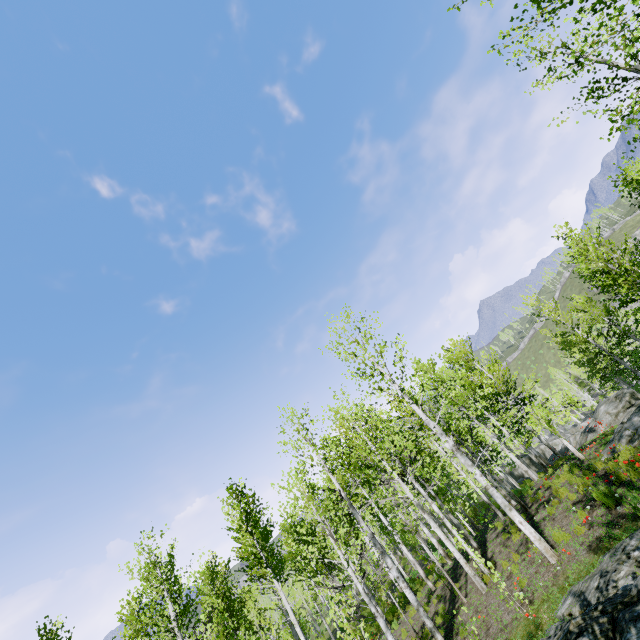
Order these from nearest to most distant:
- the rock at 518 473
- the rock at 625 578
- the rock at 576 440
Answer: the rock at 625 578 < the rock at 576 440 < the rock at 518 473

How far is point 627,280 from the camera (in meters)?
15.70

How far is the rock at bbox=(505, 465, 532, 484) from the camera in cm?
3641

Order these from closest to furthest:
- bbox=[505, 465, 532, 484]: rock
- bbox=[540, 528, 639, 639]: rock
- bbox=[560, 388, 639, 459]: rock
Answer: bbox=[540, 528, 639, 639]: rock → bbox=[560, 388, 639, 459]: rock → bbox=[505, 465, 532, 484]: rock

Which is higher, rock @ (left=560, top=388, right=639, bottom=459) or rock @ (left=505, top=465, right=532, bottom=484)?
rock @ (left=560, top=388, right=639, bottom=459)

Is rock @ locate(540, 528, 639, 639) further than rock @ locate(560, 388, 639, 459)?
No

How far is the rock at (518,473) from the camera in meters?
36.4

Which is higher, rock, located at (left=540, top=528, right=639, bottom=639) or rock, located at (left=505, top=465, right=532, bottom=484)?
rock, located at (left=540, top=528, right=639, bottom=639)
